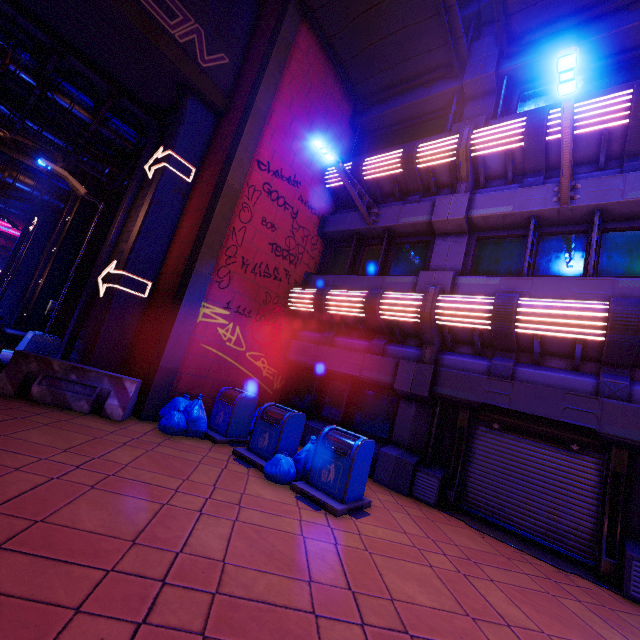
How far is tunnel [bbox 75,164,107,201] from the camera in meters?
15.2 m

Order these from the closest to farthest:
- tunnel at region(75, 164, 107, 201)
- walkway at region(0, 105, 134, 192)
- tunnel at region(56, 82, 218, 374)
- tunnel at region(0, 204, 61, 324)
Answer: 1. tunnel at region(56, 82, 218, 374)
2. walkway at region(0, 105, 134, 192)
3. tunnel at region(75, 164, 107, 201)
4. tunnel at region(0, 204, 61, 324)

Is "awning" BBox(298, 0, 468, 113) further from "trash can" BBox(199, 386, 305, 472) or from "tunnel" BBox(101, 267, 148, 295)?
"trash can" BBox(199, 386, 305, 472)

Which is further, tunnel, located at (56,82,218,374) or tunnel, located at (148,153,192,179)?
tunnel, located at (148,153,192,179)

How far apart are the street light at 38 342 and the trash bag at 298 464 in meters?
8.3

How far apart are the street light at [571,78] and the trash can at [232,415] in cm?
730

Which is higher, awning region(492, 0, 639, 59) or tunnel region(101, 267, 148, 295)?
awning region(492, 0, 639, 59)

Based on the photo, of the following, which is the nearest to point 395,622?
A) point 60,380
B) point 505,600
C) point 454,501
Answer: point 505,600
